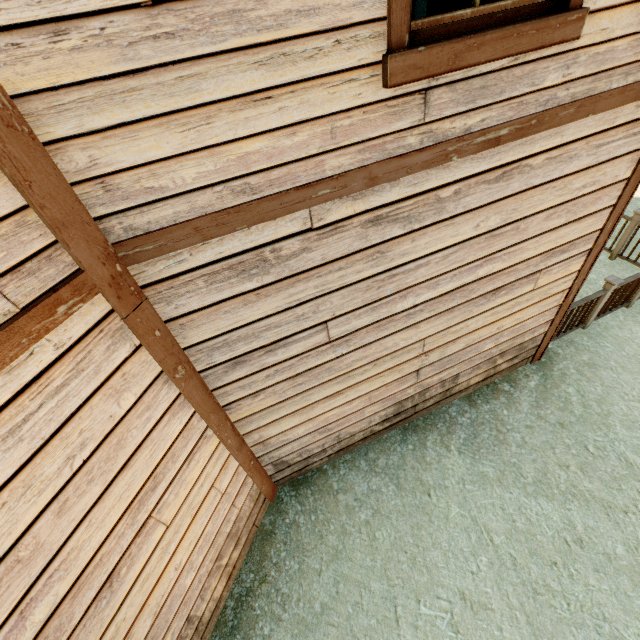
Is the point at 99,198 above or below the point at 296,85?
below

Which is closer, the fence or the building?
the building

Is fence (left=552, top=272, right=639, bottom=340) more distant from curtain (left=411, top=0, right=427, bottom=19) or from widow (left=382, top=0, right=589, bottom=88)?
curtain (left=411, top=0, right=427, bottom=19)

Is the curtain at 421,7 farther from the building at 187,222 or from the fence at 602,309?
the fence at 602,309

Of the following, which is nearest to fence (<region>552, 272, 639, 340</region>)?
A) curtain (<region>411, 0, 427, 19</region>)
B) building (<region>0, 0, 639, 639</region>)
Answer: building (<region>0, 0, 639, 639</region>)

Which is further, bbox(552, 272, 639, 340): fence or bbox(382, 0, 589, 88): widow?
bbox(552, 272, 639, 340): fence

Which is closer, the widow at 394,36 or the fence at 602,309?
the widow at 394,36

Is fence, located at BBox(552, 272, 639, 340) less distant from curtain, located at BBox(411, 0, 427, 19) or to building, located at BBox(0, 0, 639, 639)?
building, located at BBox(0, 0, 639, 639)
